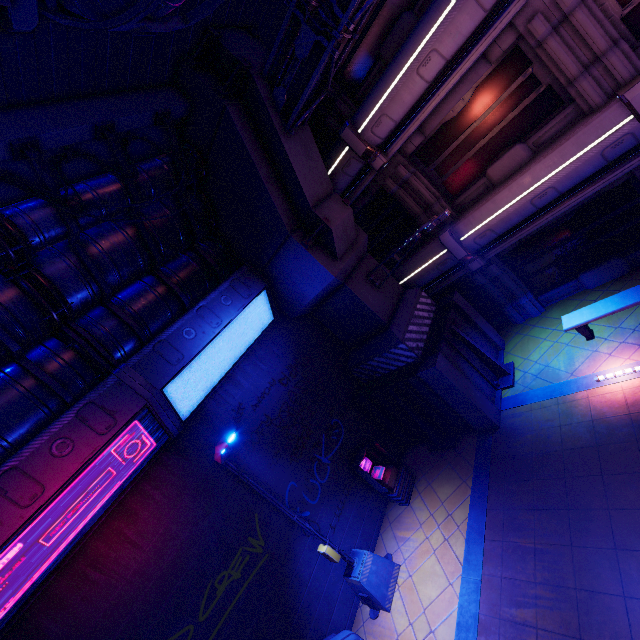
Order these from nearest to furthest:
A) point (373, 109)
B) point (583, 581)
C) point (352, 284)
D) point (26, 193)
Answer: point (583, 581)
point (26, 193)
point (373, 109)
point (352, 284)

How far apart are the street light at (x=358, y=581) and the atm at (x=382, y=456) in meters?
1.3

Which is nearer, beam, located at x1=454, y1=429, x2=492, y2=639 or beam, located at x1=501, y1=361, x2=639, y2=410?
beam, located at x1=454, y1=429, x2=492, y2=639

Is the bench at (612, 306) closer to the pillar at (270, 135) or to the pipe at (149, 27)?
the pillar at (270, 135)

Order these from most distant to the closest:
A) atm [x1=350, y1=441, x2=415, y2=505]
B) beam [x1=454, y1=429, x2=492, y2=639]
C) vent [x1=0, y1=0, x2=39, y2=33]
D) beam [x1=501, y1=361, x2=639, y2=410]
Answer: atm [x1=350, y1=441, x2=415, y2=505], beam [x1=501, y1=361, x2=639, y2=410], beam [x1=454, y1=429, x2=492, y2=639], vent [x1=0, y1=0, x2=39, y2=33]

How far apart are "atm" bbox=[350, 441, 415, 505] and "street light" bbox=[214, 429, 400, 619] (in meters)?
1.31

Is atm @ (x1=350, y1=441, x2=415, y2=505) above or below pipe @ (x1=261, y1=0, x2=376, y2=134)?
below

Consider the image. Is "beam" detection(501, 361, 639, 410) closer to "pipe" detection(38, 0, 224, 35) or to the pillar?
the pillar
